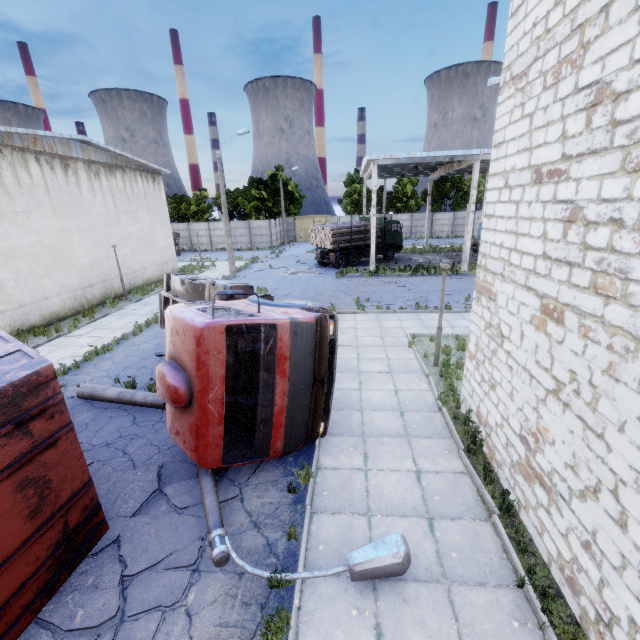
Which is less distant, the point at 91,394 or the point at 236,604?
the point at 236,604

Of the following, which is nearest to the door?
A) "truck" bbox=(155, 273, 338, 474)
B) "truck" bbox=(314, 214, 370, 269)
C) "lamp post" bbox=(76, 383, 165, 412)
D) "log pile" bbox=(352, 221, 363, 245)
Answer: "truck" bbox=(314, 214, 370, 269)

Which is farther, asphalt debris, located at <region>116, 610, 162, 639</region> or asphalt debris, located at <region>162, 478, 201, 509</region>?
asphalt debris, located at <region>162, 478, 201, 509</region>

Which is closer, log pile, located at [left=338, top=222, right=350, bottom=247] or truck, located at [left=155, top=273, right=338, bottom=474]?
truck, located at [left=155, top=273, right=338, bottom=474]

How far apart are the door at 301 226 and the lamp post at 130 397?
43.74m

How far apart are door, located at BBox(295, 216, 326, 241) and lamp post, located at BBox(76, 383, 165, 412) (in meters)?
43.74

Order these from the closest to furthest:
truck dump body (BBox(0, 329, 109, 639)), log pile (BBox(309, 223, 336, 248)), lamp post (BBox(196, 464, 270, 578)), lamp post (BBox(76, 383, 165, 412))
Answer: truck dump body (BBox(0, 329, 109, 639)) → lamp post (BBox(196, 464, 270, 578)) → lamp post (BBox(76, 383, 165, 412)) → log pile (BBox(309, 223, 336, 248))

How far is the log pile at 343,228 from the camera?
25.9m
